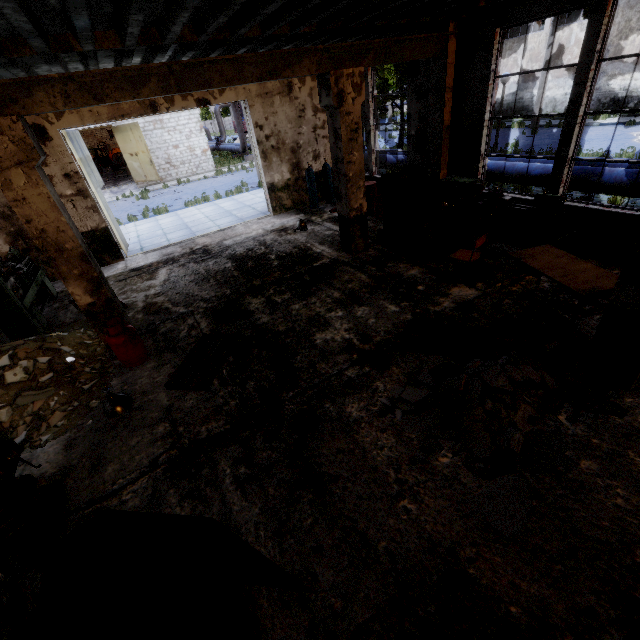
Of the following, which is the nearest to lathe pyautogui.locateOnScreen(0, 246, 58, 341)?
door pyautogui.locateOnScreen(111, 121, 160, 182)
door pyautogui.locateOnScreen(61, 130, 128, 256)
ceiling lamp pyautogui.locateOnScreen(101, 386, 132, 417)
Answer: door pyautogui.locateOnScreen(61, 130, 128, 256)

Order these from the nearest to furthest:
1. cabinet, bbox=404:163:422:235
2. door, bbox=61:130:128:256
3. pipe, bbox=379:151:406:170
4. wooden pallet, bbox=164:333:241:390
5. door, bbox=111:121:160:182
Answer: wooden pallet, bbox=164:333:241:390, cabinet, bbox=404:163:422:235, door, bbox=61:130:128:256, pipe, bbox=379:151:406:170, door, bbox=111:121:160:182

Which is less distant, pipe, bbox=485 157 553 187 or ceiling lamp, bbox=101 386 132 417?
ceiling lamp, bbox=101 386 132 417

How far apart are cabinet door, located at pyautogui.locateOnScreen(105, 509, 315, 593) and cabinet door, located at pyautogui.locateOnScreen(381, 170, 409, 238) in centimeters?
814cm

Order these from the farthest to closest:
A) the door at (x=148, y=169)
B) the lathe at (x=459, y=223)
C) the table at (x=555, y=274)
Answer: the door at (x=148, y=169) → the lathe at (x=459, y=223) → the table at (x=555, y=274)

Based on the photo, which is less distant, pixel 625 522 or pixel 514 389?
pixel 625 522

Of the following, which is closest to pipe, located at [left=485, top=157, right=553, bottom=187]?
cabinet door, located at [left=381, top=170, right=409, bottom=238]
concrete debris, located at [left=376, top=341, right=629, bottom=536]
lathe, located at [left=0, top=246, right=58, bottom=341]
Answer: cabinet door, located at [left=381, top=170, right=409, bottom=238]

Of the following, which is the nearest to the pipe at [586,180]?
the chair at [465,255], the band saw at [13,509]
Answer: the chair at [465,255]
